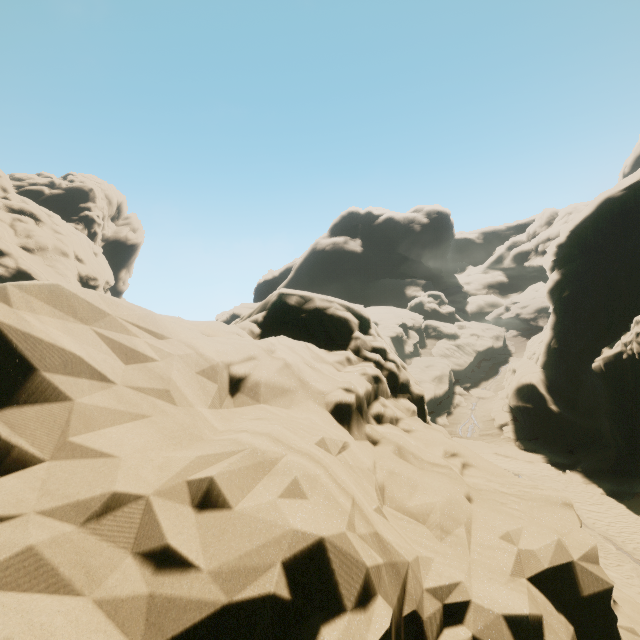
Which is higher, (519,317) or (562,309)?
(562,309)
